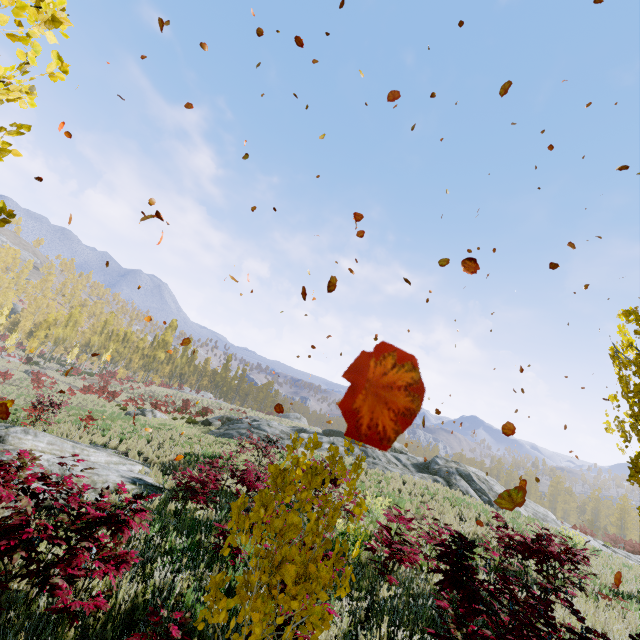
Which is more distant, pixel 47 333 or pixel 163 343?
pixel 163 343

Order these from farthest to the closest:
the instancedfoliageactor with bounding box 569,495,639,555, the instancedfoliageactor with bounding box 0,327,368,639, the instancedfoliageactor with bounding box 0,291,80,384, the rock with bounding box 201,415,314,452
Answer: the instancedfoliageactor with bounding box 0,291,80,384 → the instancedfoliageactor with bounding box 569,495,639,555 → the rock with bounding box 201,415,314,452 → the instancedfoliageactor with bounding box 0,327,368,639

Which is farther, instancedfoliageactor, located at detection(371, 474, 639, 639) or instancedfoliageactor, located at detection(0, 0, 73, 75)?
instancedfoliageactor, located at detection(371, 474, 639, 639)

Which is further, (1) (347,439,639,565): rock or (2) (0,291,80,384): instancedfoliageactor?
(2) (0,291,80,384): instancedfoliageactor

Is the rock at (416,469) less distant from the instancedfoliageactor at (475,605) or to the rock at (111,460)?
the instancedfoliageactor at (475,605)

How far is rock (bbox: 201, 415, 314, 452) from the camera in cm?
2179

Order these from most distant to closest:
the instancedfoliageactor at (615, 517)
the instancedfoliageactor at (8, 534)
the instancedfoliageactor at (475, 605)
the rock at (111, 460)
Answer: the instancedfoliageactor at (615, 517) < the rock at (111, 460) < the instancedfoliageactor at (475, 605) < the instancedfoliageactor at (8, 534)

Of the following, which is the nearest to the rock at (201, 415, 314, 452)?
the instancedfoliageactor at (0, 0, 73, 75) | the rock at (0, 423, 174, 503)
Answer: the rock at (0, 423, 174, 503)
